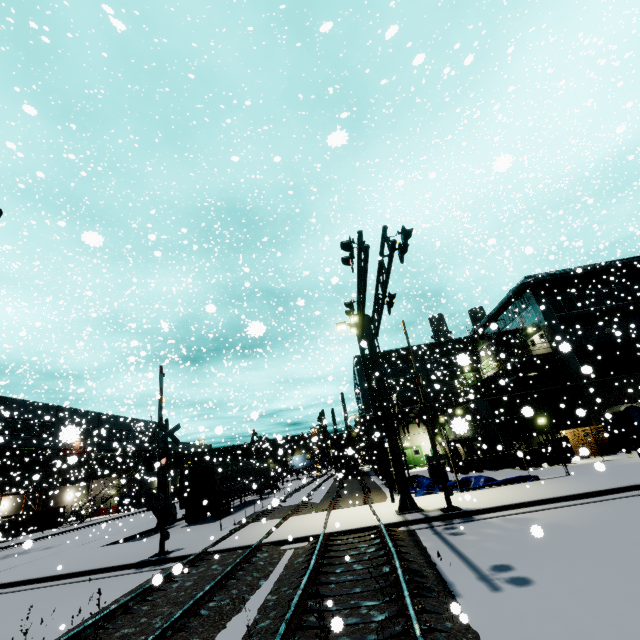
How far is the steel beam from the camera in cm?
2358

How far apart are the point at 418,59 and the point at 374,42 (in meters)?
48.78

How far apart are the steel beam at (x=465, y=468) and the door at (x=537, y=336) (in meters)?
12.33

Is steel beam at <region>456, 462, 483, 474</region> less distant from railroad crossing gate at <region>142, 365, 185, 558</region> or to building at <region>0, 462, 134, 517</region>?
building at <region>0, 462, 134, 517</region>

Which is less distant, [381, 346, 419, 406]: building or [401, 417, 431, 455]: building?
[401, 417, 431, 455]: building

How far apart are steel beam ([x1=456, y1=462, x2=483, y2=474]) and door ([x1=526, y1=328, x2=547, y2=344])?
12.33m

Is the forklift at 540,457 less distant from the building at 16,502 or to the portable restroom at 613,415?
the building at 16,502

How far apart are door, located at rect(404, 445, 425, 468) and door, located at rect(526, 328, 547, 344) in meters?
16.1
